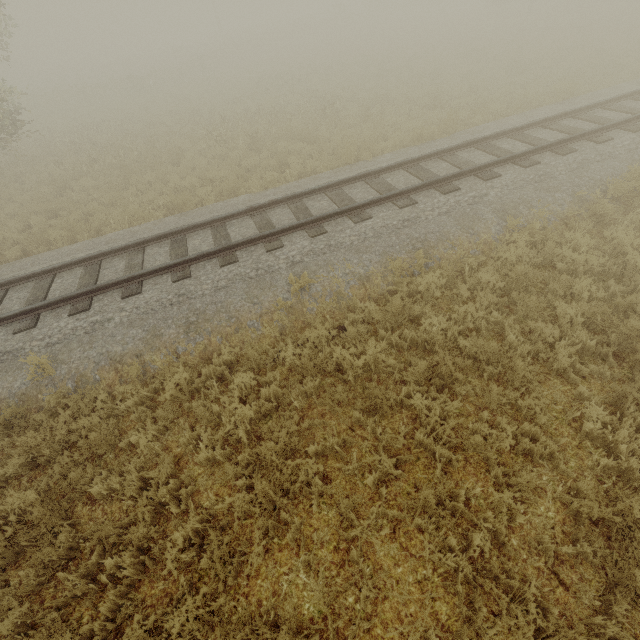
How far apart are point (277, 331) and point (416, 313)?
2.66m
